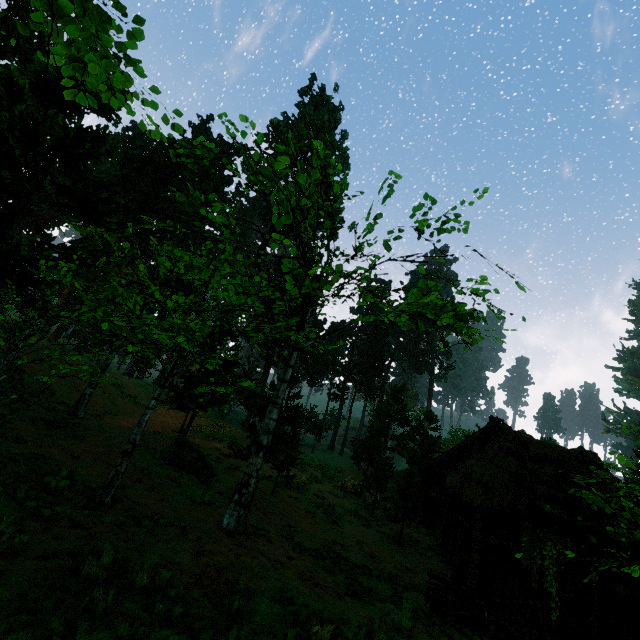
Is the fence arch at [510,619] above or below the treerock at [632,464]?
below

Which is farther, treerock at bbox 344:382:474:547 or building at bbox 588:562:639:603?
→ treerock at bbox 344:382:474:547

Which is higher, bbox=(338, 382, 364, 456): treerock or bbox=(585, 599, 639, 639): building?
bbox=(338, 382, 364, 456): treerock

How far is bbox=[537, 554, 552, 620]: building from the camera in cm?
1104

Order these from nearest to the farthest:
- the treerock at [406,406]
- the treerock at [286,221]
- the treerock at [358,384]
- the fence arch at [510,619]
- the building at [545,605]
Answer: the fence arch at [510,619]
the treerock at [286,221]
the building at [545,605]
the treerock at [406,406]
the treerock at [358,384]

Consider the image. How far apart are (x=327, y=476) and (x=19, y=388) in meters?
24.2 m

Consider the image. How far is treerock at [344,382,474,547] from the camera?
16.03m

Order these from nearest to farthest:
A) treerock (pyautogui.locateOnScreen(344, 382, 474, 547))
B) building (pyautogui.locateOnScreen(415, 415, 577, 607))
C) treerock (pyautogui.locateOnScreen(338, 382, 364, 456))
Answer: building (pyautogui.locateOnScreen(415, 415, 577, 607)) < treerock (pyautogui.locateOnScreen(344, 382, 474, 547)) < treerock (pyautogui.locateOnScreen(338, 382, 364, 456))
